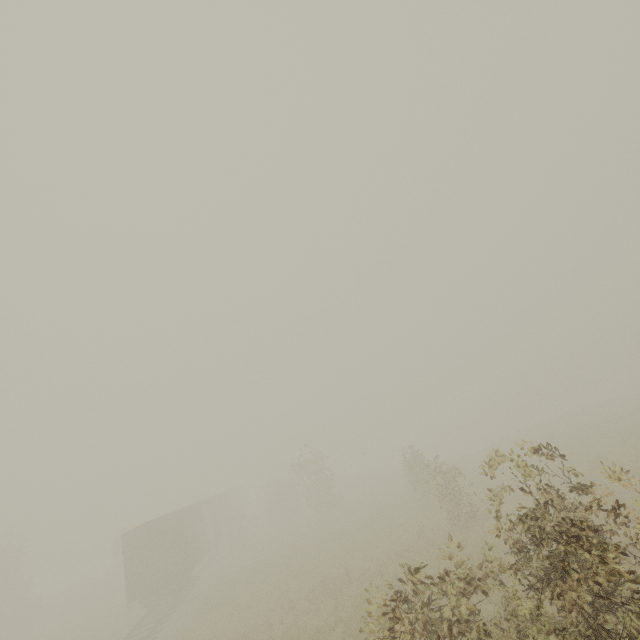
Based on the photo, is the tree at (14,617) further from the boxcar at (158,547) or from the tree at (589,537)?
the boxcar at (158,547)

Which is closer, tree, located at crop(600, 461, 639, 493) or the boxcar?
tree, located at crop(600, 461, 639, 493)

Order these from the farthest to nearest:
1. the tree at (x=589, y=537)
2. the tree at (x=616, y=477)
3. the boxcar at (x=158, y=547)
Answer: the boxcar at (x=158, y=547)
the tree at (x=616, y=477)
the tree at (x=589, y=537)

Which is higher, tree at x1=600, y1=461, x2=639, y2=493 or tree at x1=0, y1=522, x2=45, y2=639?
tree at x1=600, y1=461, x2=639, y2=493

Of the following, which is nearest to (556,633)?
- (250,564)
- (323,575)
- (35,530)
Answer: (323,575)

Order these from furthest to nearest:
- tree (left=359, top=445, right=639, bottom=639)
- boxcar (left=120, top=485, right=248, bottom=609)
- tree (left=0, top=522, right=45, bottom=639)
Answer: tree (left=0, top=522, right=45, bottom=639) < boxcar (left=120, top=485, right=248, bottom=609) < tree (left=359, top=445, right=639, bottom=639)

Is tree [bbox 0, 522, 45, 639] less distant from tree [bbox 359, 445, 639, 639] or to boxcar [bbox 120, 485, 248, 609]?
tree [bbox 359, 445, 639, 639]
